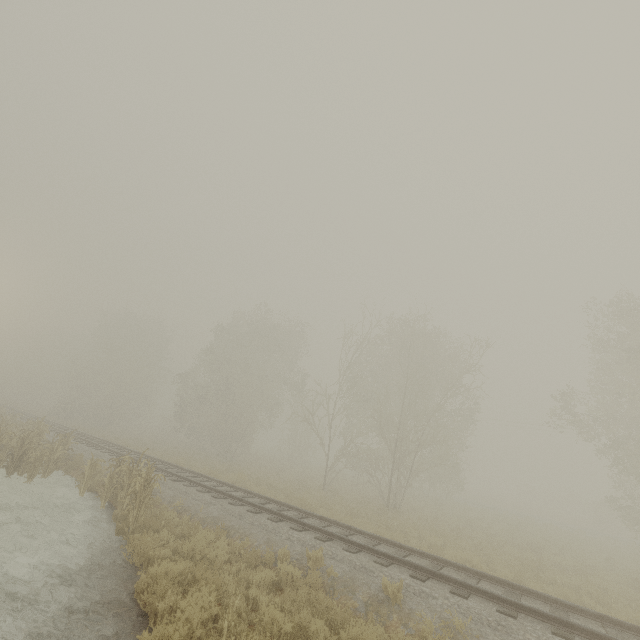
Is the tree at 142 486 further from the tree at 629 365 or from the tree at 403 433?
the tree at 403 433

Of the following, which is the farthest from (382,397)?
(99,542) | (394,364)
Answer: (99,542)

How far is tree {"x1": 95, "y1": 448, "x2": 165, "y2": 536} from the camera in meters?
9.4 m

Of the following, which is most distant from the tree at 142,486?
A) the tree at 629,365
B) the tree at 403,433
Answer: the tree at 403,433

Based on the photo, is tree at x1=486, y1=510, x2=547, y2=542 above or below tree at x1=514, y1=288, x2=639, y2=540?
below

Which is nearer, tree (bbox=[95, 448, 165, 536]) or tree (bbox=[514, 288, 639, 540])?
tree (bbox=[95, 448, 165, 536])

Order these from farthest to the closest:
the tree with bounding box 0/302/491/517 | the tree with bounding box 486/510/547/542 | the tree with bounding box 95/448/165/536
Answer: the tree with bounding box 0/302/491/517 → the tree with bounding box 486/510/547/542 → the tree with bounding box 95/448/165/536

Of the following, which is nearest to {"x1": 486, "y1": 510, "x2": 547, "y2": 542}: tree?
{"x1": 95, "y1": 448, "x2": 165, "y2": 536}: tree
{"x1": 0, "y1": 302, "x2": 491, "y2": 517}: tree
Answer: {"x1": 0, "y1": 302, "x2": 491, "y2": 517}: tree
